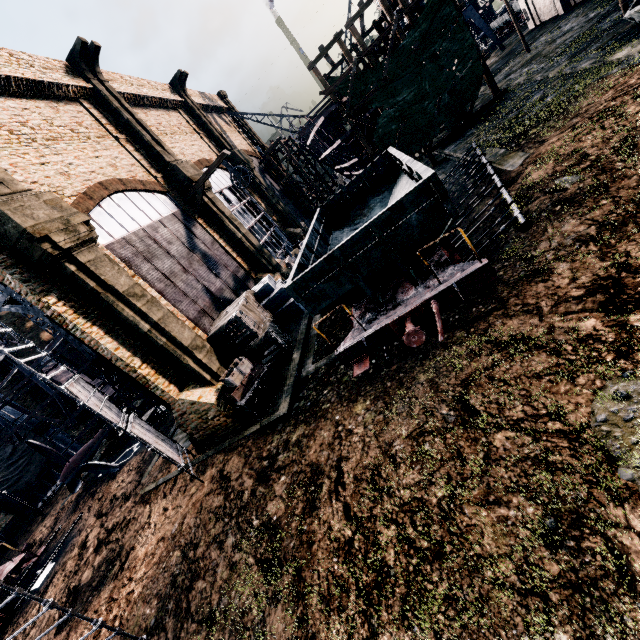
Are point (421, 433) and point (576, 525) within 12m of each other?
yes

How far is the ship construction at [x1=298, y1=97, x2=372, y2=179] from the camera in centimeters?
2447cm

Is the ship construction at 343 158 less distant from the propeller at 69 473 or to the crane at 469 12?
the crane at 469 12

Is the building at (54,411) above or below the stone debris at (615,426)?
above

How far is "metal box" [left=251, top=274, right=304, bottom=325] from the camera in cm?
1841

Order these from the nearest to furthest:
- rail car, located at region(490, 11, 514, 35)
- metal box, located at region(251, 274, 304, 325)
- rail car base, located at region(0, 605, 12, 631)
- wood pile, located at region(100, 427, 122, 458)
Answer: rail car base, located at region(0, 605, 12, 631) < metal box, located at region(251, 274, 304, 325) < wood pile, located at region(100, 427, 122, 458) < rail car, located at region(490, 11, 514, 35)

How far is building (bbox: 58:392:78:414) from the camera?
34.1 meters
